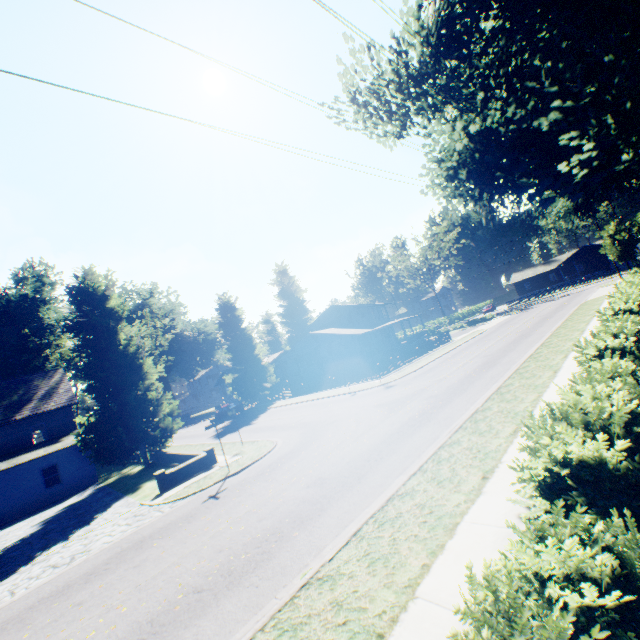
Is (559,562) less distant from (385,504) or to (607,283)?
(385,504)

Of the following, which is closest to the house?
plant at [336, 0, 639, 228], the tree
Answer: plant at [336, 0, 639, 228]

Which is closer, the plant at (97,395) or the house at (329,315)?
the plant at (97,395)

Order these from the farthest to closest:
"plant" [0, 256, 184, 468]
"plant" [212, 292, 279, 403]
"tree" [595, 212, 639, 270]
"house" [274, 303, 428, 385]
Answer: "plant" [212, 292, 279, 403], "house" [274, 303, 428, 385], "tree" [595, 212, 639, 270], "plant" [0, 256, 184, 468]

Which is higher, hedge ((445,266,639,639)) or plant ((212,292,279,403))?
plant ((212,292,279,403))

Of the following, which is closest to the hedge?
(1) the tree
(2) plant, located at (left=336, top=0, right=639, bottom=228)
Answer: (2) plant, located at (left=336, top=0, right=639, bottom=228)

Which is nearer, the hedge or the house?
the hedge

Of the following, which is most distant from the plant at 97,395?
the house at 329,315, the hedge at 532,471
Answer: the hedge at 532,471
